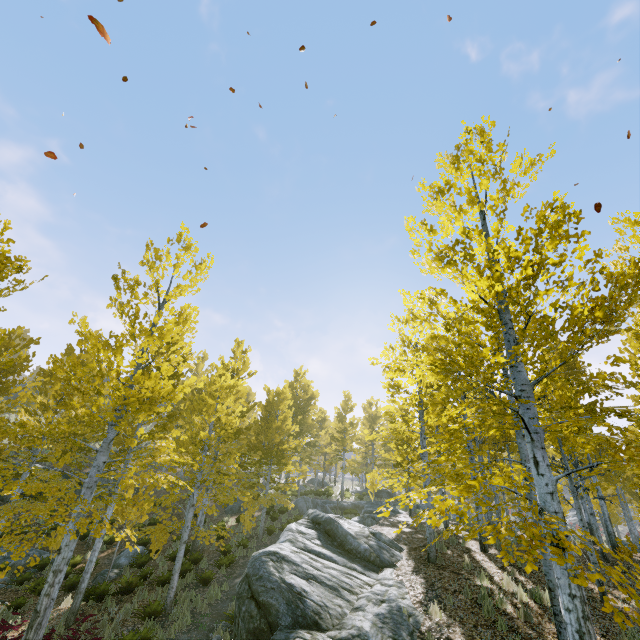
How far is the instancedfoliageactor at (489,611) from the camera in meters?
7.7 m

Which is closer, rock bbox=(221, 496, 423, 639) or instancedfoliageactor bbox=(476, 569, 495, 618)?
rock bbox=(221, 496, 423, 639)

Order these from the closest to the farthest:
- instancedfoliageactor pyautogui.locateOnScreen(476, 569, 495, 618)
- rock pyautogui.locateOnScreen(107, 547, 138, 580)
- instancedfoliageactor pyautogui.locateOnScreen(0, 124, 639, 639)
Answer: instancedfoliageactor pyautogui.locateOnScreen(0, 124, 639, 639) < instancedfoliageactor pyautogui.locateOnScreen(476, 569, 495, 618) < rock pyautogui.locateOnScreen(107, 547, 138, 580)

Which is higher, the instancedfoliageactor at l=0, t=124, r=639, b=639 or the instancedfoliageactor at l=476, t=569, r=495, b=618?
the instancedfoliageactor at l=0, t=124, r=639, b=639

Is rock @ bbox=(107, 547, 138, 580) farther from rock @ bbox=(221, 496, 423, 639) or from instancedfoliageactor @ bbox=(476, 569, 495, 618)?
rock @ bbox=(221, 496, 423, 639)

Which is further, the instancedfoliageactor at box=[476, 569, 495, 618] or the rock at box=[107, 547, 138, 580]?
the rock at box=[107, 547, 138, 580]

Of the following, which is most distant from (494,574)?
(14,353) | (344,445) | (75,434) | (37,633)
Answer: (344,445)

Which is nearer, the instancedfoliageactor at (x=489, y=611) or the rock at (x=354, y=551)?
the rock at (x=354, y=551)
